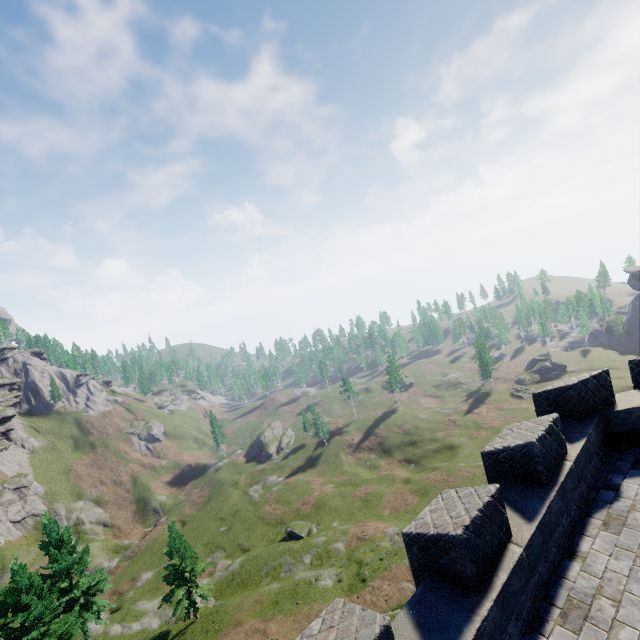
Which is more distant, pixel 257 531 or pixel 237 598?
pixel 257 531
